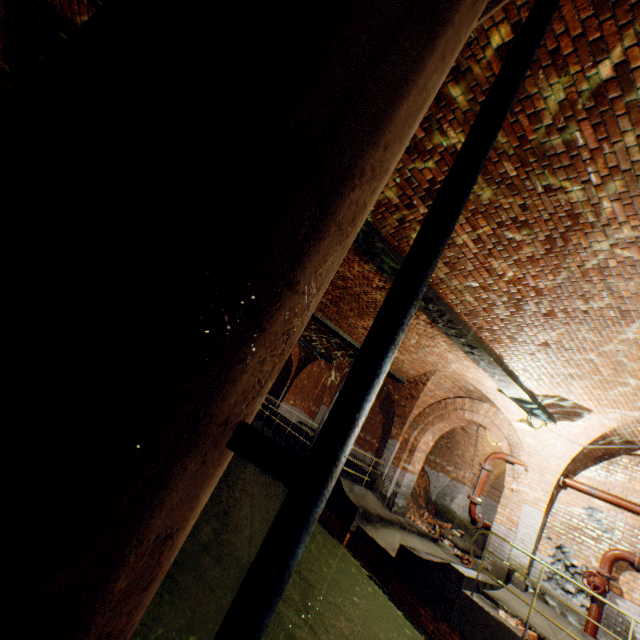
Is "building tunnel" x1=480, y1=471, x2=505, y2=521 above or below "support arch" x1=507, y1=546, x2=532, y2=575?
above

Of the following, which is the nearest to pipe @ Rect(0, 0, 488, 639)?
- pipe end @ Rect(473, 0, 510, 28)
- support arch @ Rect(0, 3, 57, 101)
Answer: pipe end @ Rect(473, 0, 510, 28)

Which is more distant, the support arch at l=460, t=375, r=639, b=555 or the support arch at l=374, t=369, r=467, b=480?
the support arch at l=374, t=369, r=467, b=480

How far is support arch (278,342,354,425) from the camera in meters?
15.9

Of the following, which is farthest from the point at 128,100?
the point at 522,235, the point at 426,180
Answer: the point at 522,235

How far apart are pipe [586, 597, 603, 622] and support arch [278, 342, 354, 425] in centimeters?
1000cm

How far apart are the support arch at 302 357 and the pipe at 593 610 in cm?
1000

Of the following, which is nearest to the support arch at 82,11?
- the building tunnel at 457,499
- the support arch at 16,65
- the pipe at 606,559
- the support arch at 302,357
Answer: the support arch at 16,65
